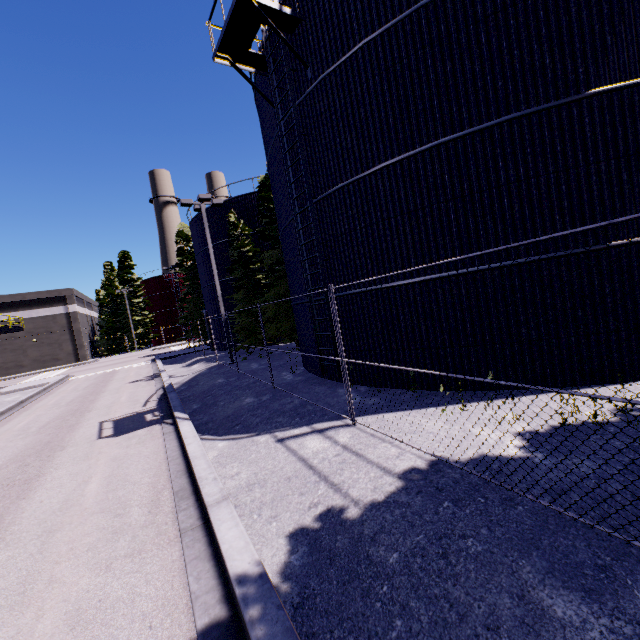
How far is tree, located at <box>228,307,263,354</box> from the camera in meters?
22.5

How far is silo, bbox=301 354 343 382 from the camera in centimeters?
1042cm

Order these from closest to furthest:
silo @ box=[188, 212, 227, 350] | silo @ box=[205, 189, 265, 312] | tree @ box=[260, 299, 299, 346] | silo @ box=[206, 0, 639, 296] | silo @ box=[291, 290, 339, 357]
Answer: silo @ box=[206, 0, 639, 296]
silo @ box=[291, 290, 339, 357]
tree @ box=[260, 299, 299, 346]
silo @ box=[205, 189, 265, 312]
silo @ box=[188, 212, 227, 350]

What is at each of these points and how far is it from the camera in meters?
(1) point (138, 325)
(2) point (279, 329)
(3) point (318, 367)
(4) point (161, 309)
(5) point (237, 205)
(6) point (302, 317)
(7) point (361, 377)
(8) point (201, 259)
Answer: (1) tree, 53.2
(2) tree, 20.9
(3) silo, 12.1
(4) silo, 56.9
(5) silo, 25.6
(6) silo, 12.9
(7) silo, 10.0
(8) silo, 29.0

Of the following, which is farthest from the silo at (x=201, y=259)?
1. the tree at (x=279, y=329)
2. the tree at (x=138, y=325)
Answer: the tree at (x=138, y=325)

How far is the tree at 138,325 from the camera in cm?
5242

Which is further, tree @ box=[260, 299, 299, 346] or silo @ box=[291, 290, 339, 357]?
tree @ box=[260, 299, 299, 346]

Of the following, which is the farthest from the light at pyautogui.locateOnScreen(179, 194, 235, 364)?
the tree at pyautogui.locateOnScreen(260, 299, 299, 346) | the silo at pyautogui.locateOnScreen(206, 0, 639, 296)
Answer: the tree at pyautogui.locateOnScreen(260, 299, 299, 346)
